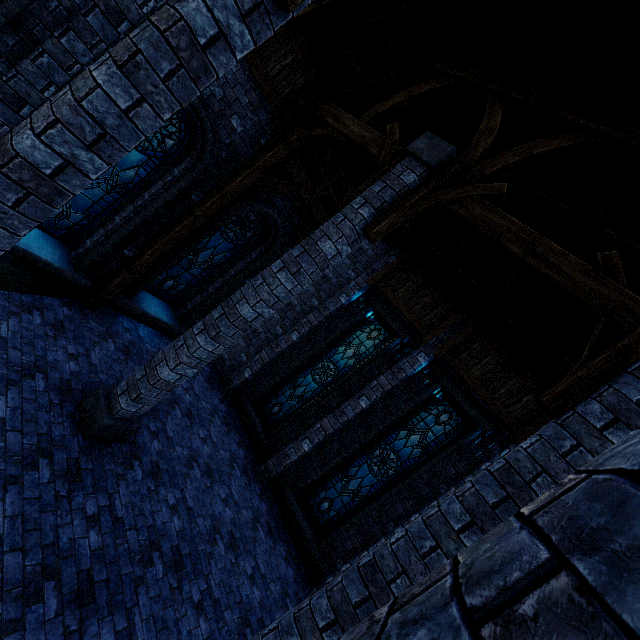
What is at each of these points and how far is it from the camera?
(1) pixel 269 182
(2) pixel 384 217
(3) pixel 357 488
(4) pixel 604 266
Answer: (1) walkway, 7.5m
(2) pillar, 4.9m
(3) window glass, 8.3m
(4) pillar, 3.7m

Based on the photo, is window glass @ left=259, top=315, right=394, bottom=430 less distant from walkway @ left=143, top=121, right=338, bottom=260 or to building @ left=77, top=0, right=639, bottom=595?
building @ left=77, top=0, right=639, bottom=595

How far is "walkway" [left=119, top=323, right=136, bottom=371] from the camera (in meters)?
7.22

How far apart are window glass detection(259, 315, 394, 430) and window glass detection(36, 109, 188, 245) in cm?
629

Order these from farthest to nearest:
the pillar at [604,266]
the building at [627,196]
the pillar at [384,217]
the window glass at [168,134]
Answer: the window glass at [168,134] → the pillar at [384,217] → the building at [627,196] → the pillar at [604,266]

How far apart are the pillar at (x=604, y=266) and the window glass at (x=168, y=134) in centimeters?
717cm

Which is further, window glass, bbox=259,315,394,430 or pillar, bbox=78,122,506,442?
window glass, bbox=259,315,394,430

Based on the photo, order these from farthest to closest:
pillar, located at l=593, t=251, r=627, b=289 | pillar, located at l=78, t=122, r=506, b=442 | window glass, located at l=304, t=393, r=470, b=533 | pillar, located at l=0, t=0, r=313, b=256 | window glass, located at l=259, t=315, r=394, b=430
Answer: window glass, located at l=259, t=315, r=394, b=430, window glass, located at l=304, t=393, r=470, b=533, pillar, located at l=78, t=122, r=506, b=442, pillar, located at l=593, t=251, r=627, b=289, pillar, located at l=0, t=0, r=313, b=256
